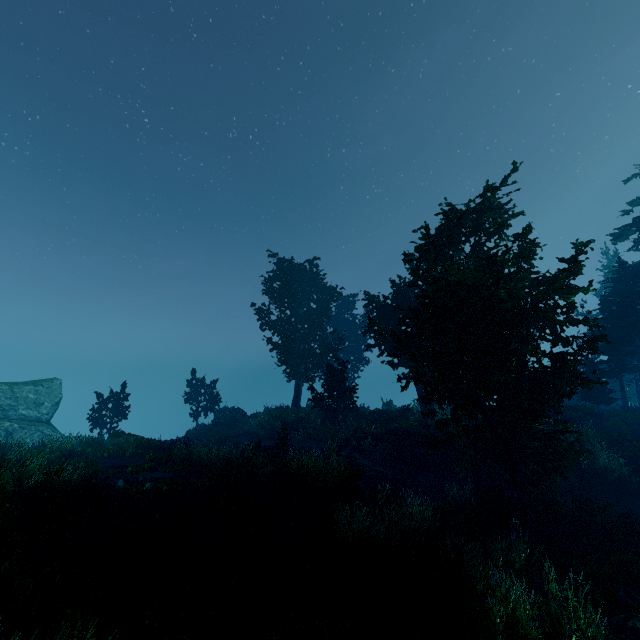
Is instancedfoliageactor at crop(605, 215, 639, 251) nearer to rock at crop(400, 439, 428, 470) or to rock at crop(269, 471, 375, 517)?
rock at crop(269, 471, 375, 517)

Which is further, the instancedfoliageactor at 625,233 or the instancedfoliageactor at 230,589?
the instancedfoliageactor at 625,233

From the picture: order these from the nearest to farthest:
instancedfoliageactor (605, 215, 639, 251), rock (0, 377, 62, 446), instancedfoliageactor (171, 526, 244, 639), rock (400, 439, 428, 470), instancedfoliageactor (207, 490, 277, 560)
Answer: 1. instancedfoliageactor (171, 526, 244, 639)
2. instancedfoliageactor (207, 490, 277, 560)
3. rock (400, 439, 428, 470)
4. rock (0, 377, 62, 446)
5. instancedfoliageactor (605, 215, 639, 251)

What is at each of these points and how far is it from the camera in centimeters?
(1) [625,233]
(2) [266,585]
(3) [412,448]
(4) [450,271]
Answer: (1) instancedfoliageactor, 2923cm
(2) instancedfoliageactor, 669cm
(3) rock, 2050cm
(4) instancedfoliageactor, 990cm

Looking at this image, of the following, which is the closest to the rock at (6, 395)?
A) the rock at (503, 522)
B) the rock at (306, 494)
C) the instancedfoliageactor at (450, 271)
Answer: the instancedfoliageactor at (450, 271)

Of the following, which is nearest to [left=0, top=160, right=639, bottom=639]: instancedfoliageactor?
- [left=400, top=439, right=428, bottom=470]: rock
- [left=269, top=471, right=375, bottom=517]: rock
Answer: [left=269, top=471, right=375, bottom=517]: rock

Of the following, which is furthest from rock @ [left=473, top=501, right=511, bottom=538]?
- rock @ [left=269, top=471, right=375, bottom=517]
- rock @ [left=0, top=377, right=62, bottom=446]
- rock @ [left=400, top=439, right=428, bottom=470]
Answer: rock @ [left=0, top=377, right=62, bottom=446]

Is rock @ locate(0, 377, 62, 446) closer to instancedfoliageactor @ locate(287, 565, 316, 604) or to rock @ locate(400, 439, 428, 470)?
instancedfoliageactor @ locate(287, 565, 316, 604)
